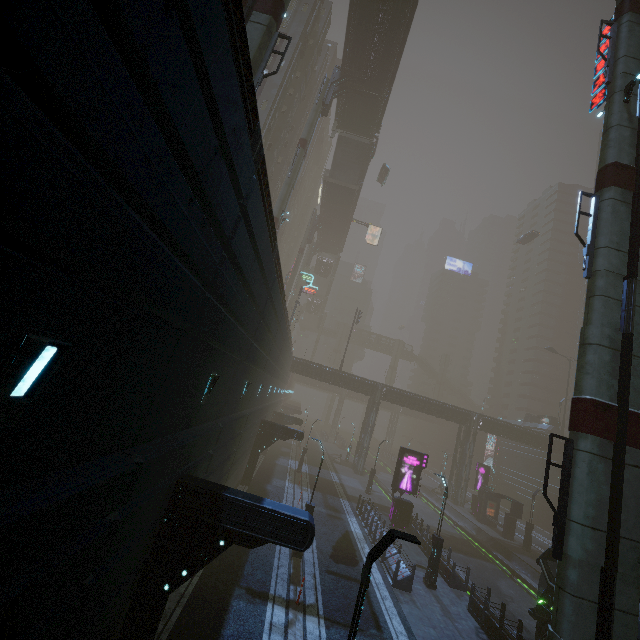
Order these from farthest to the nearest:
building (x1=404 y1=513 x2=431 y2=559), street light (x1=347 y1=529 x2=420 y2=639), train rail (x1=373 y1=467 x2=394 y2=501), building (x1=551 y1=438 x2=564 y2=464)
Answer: building (x1=551 y1=438 x2=564 y2=464), train rail (x1=373 y1=467 x2=394 y2=501), building (x1=404 y1=513 x2=431 y2=559), street light (x1=347 y1=529 x2=420 y2=639)

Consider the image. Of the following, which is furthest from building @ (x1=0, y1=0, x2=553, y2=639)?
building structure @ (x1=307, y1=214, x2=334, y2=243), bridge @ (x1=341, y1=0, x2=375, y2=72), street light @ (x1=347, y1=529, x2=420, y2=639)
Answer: building structure @ (x1=307, y1=214, x2=334, y2=243)

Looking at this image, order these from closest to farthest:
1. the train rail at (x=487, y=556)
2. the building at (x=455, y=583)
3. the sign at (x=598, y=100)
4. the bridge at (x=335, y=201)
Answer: the sign at (x=598, y=100) < the building at (x=455, y=583) < the train rail at (x=487, y=556) < the bridge at (x=335, y=201)

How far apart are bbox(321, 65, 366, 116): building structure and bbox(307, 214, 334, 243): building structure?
23.68m

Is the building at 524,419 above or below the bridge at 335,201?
below

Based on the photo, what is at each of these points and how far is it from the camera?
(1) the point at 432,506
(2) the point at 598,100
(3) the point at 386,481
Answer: (1) train rail, 40.8m
(2) sign, 14.7m
(3) train rail, 49.1m

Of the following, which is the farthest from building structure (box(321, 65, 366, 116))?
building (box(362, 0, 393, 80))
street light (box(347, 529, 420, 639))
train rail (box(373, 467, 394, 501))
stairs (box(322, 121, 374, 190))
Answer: train rail (box(373, 467, 394, 501))

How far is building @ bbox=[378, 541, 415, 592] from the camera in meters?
16.2 m
